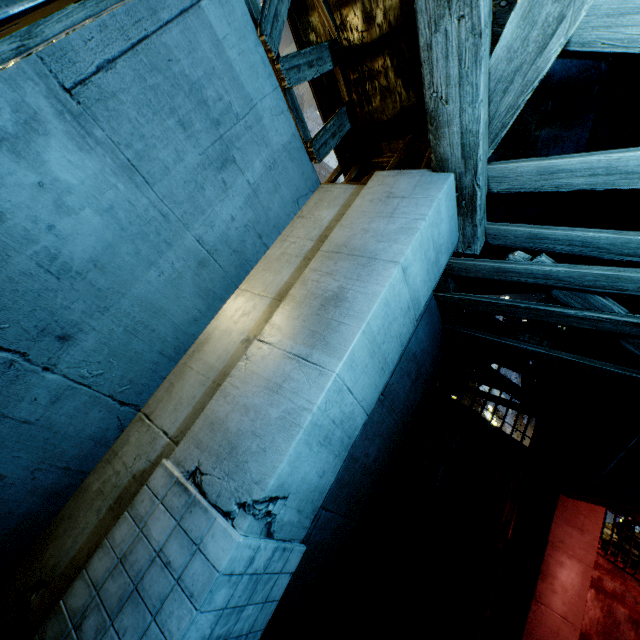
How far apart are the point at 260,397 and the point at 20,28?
2.78m
